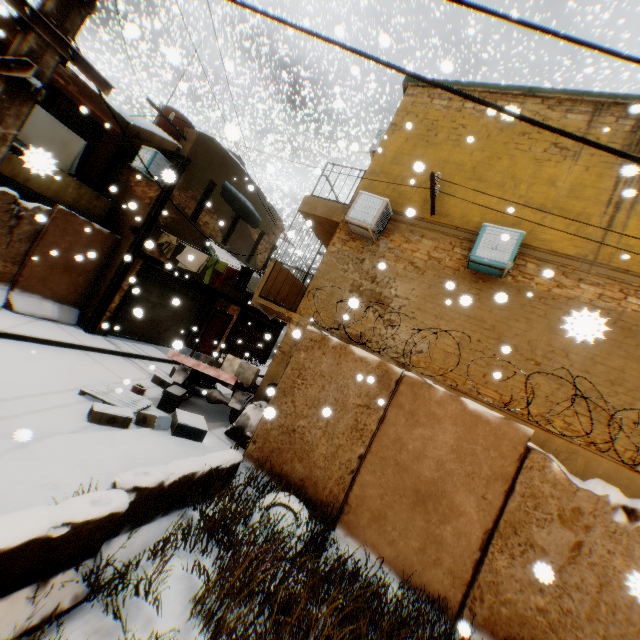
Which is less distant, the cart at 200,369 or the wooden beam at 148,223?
the cart at 200,369

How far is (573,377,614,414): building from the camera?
6.1 meters

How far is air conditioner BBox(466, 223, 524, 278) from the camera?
6.6 meters

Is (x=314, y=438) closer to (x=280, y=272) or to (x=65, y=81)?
(x=280, y=272)

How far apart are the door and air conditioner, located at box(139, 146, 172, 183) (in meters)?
5.93

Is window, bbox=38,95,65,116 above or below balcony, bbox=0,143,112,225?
above

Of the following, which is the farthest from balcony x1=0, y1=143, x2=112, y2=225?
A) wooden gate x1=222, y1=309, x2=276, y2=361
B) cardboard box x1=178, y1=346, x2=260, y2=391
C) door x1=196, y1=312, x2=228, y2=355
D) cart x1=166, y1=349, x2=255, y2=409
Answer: wooden gate x1=222, y1=309, x2=276, y2=361

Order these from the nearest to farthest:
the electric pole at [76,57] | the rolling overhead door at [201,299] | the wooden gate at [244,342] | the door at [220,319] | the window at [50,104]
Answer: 1. the electric pole at [76,57]
2. the window at [50,104]
3. the rolling overhead door at [201,299]
4. the door at [220,319]
5. the wooden gate at [244,342]
